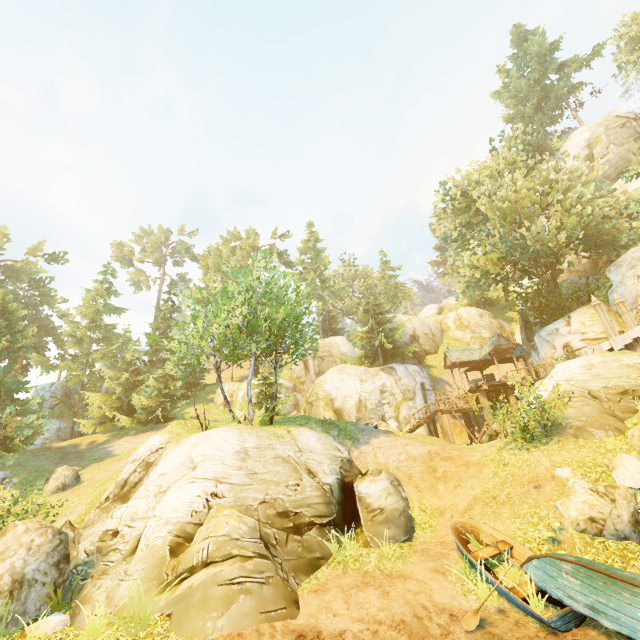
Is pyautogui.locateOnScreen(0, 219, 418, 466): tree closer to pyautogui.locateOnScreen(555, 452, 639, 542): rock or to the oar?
the oar

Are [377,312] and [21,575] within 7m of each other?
no

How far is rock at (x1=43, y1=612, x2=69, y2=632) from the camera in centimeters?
776cm

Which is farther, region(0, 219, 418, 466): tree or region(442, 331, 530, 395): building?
region(442, 331, 530, 395): building

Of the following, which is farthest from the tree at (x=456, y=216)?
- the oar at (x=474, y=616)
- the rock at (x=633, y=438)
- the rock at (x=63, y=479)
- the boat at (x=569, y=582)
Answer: the rock at (x=633, y=438)

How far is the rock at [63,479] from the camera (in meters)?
19.12

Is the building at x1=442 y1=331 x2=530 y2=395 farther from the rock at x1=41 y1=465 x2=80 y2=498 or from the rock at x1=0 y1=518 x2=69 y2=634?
the rock at x1=41 y1=465 x2=80 y2=498

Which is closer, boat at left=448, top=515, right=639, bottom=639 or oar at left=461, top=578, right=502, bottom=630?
boat at left=448, top=515, right=639, bottom=639
